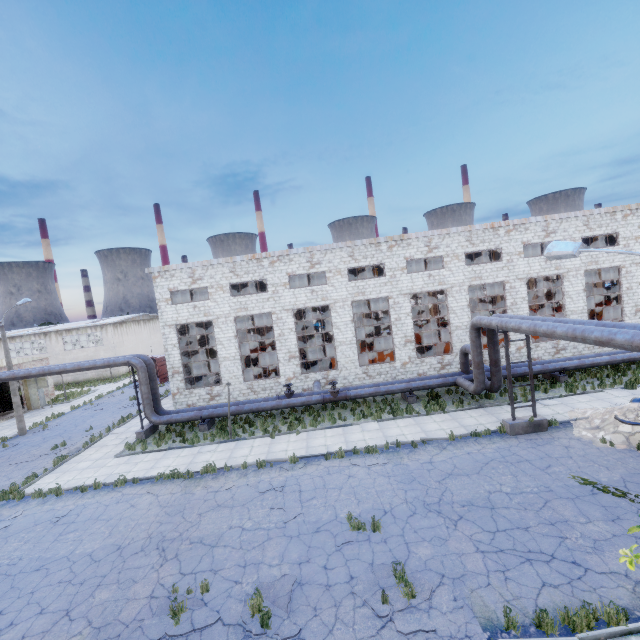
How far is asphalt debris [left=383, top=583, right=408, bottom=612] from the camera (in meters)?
7.43

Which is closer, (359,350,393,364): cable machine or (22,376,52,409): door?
(359,350,393,364): cable machine

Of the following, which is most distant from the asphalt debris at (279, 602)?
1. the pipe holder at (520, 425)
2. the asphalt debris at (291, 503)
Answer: the pipe holder at (520, 425)

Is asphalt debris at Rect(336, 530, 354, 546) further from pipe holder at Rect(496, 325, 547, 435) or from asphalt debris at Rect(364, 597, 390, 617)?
pipe holder at Rect(496, 325, 547, 435)

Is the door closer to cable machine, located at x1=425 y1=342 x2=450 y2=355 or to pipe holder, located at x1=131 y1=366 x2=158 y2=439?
pipe holder, located at x1=131 y1=366 x2=158 y2=439

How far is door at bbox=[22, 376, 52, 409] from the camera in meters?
32.2 m

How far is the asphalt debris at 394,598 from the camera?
7.43m

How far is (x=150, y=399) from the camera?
20.4 meters
